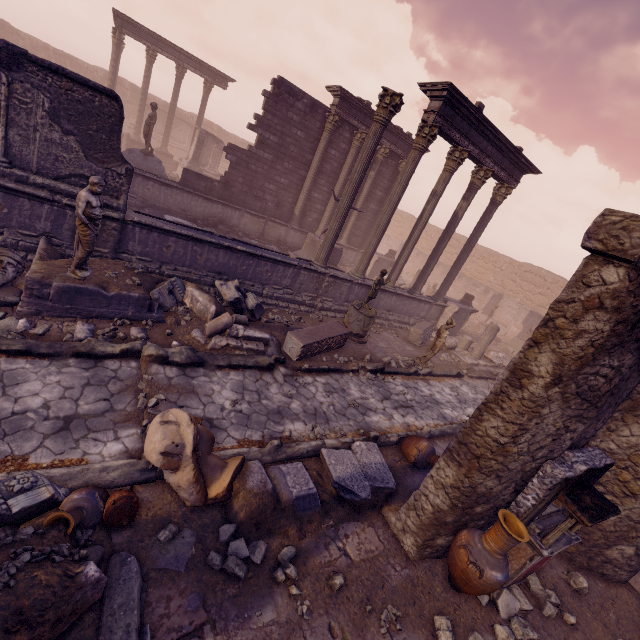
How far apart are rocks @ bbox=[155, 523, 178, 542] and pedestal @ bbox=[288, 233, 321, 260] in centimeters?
1113cm

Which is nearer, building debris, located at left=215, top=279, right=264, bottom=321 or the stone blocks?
building debris, located at left=215, top=279, right=264, bottom=321

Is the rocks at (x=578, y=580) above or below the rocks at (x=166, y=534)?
above

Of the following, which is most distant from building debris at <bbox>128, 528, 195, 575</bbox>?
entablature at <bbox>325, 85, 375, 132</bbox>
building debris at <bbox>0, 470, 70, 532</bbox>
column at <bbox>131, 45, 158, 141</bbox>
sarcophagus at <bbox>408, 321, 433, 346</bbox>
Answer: column at <bbox>131, 45, 158, 141</bbox>

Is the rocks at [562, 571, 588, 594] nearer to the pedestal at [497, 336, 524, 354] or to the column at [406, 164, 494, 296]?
the column at [406, 164, 494, 296]

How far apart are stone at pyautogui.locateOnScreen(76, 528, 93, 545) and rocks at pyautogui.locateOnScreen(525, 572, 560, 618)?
5.95m

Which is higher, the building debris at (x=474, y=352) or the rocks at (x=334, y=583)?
the building debris at (x=474, y=352)

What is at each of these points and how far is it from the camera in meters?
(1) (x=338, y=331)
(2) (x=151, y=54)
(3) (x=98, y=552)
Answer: (1) sarcophagus, 9.2 m
(2) column, 20.6 m
(3) column piece, 2.9 m
